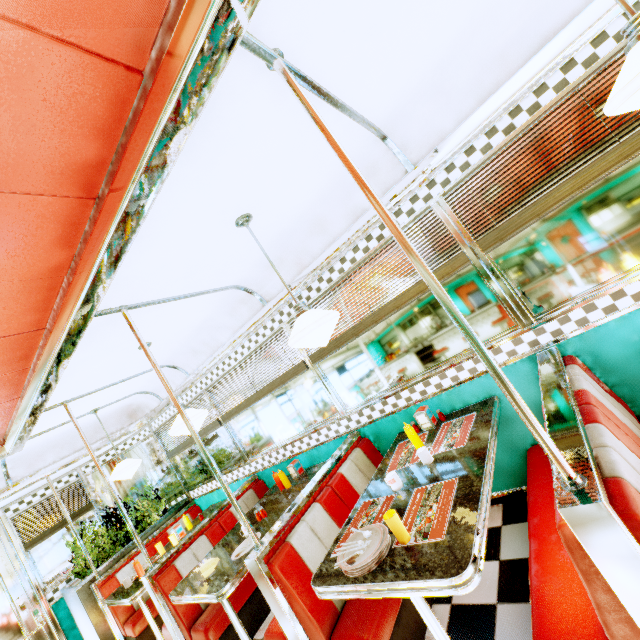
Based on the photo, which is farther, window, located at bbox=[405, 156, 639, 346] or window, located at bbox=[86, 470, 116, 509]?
window, located at bbox=[86, 470, 116, 509]

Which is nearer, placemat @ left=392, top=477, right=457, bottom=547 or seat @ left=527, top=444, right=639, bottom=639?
seat @ left=527, top=444, right=639, bottom=639

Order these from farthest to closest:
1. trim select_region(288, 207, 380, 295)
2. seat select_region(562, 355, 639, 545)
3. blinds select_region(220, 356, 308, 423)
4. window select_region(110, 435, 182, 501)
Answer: window select_region(110, 435, 182, 501), blinds select_region(220, 356, 308, 423), trim select_region(288, 207, 380, 295), seat select_region(562, 355, 639, 545)

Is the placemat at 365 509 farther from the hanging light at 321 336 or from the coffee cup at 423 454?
the hanging light at 321 336

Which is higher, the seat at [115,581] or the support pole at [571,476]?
the support pole at [571,476]

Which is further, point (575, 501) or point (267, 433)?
point (267, 433)

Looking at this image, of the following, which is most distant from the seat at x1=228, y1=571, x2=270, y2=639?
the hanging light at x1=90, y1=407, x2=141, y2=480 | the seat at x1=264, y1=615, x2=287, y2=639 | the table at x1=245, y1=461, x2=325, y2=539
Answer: the hanging light at x1=90, y1=407, x2=141, y2=480

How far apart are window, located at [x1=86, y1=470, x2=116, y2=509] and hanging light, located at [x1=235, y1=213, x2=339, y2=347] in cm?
502
